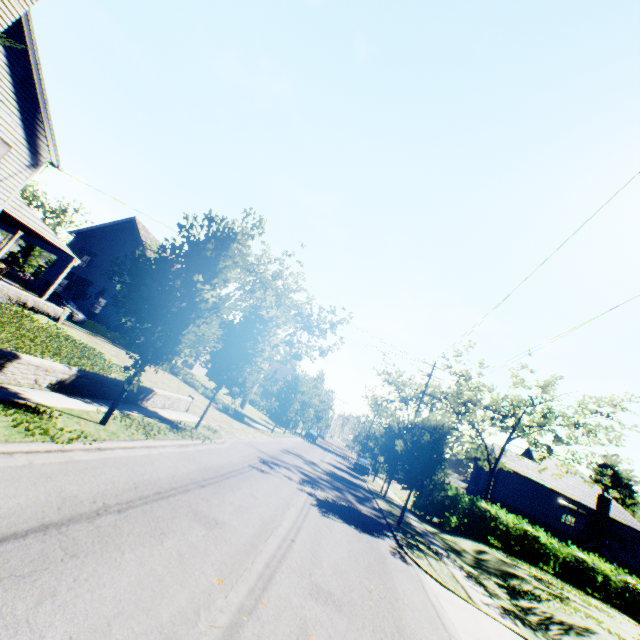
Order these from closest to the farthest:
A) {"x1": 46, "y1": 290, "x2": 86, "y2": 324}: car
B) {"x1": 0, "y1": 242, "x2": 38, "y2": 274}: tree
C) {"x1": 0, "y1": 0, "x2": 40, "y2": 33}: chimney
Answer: {"x1": 0, "y1": 0, "x2": 40, "y2": 33}: chimney
{"x1": 46, "y1": 290, "x2": 86, "y2": 324}: car
{"x1": 0, "y1": 242, "x2": 38, "y2": 274}: tree

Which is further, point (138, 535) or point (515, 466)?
point (515, 466)

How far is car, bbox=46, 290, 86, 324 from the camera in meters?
25.9

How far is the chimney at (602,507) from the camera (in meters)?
32.00

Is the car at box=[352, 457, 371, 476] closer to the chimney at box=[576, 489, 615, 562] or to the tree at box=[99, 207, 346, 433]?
the tree at box=[99, 207, 346, 433]

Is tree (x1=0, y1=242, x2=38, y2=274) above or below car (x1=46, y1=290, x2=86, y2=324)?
above

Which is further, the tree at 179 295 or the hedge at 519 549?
the hedge at 519 549

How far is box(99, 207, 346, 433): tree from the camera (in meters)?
9.01
